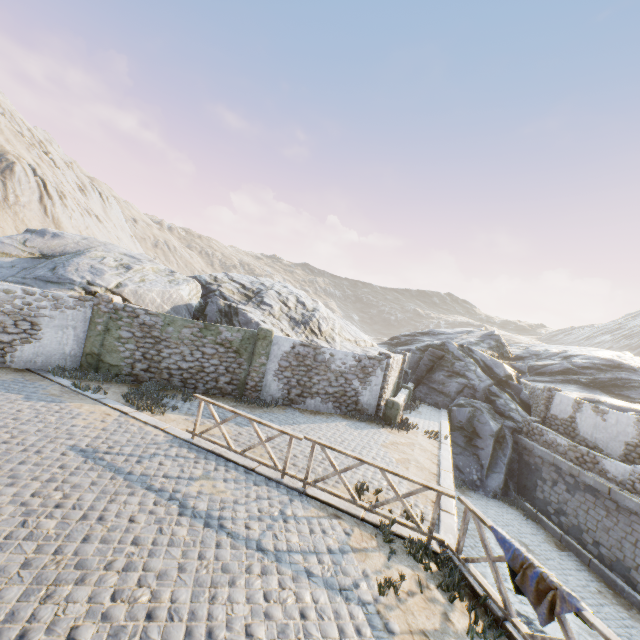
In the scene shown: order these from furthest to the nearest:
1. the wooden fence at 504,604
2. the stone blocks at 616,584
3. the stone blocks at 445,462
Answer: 1. the stone blocks at 616,584
2. the stone blocks at 445,462
3. the wooden fence at 504,604

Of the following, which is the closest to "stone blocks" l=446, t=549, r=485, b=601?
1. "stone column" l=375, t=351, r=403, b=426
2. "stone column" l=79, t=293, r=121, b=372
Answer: Result: "stone column" l=79, t=293, r=121, b=372

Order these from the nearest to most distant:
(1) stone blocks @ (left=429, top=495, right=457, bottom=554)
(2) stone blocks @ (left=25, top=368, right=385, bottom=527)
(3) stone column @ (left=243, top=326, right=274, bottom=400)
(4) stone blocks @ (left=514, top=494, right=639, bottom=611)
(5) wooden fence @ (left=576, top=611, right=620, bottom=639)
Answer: (5) wooden fence @ (left=576, top=611, right=620, bottom=639)
(1) stone blocks @ (left=429, top=495, right=457, bottom=554)
(2) stone blocks @ (left=25, top=368, right=385, bottom=527)
(4) stone blocks @ (left=514, top=494, right=639, bottom=611)
(3) stone column @ (left=243, top=326, right=274, bottom=400)

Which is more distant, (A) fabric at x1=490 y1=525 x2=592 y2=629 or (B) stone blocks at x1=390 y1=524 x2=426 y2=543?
(B) stone blocks at x1=390 y1=524 x2=426 y2=543

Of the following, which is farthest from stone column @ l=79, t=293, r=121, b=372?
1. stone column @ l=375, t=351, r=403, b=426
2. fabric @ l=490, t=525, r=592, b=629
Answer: fabric @ l=490, t=525, r=592, b=629

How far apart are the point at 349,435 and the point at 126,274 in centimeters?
1273cm

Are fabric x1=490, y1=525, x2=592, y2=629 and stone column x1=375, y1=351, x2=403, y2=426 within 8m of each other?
no

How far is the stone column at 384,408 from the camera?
14.76m
